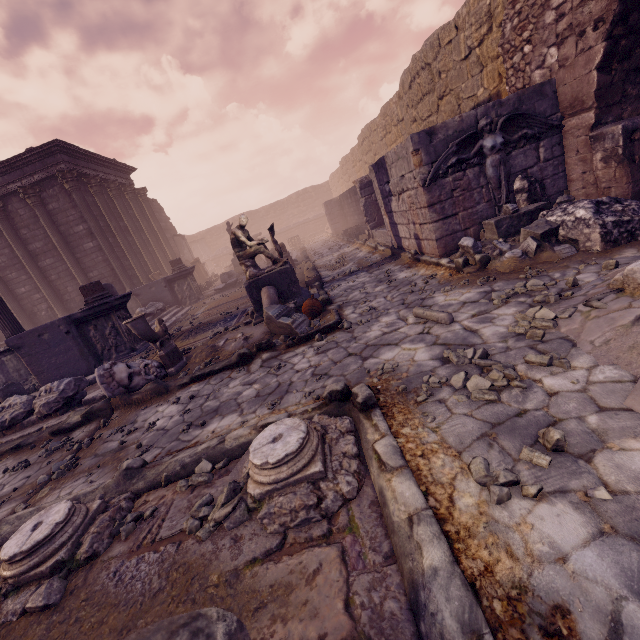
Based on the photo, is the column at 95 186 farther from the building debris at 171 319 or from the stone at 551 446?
the stone at 551 446

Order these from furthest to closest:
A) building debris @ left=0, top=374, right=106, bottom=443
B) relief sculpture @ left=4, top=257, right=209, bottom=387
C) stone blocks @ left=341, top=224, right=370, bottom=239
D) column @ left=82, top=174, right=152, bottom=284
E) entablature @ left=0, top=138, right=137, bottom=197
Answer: column @ left=82, top=174, right=152, bottom=284
stone blocks @ left=341, top=224, right=370, bottom=239
entablature @ left=0, top=138, right=137, bottom=197
relief sculpture @ left=4, top=257, right=209, bottom=387
building debris @ left=0, top=374, right=106, bottom=443

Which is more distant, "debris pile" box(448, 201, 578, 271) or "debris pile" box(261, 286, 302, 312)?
"debris pile" box(261, 286, 302, 312)

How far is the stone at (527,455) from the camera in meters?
1.9

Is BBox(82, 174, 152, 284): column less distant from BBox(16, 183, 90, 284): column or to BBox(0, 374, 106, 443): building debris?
BBox(16, 183, 90, 284): column

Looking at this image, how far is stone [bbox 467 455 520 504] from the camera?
1.8m

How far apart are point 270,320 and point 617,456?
4.8 meters

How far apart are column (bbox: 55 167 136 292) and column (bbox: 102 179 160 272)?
2.68m
